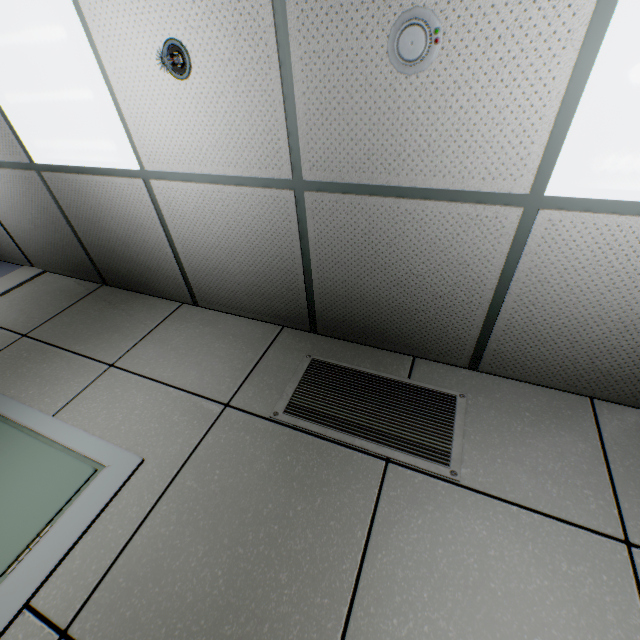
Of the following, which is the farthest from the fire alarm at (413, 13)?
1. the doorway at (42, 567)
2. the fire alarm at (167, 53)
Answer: the doorway at (42, 567)

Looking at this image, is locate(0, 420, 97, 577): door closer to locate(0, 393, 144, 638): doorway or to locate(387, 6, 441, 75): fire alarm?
locate(0, 393, 144, 638): doorway

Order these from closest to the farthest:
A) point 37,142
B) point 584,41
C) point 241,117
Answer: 1. point 584,41
2. point 241,117
3. point 37,142

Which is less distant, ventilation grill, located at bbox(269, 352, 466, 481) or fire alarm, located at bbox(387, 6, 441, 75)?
fire alarm, located at bbox(387, 6, 441, 75)

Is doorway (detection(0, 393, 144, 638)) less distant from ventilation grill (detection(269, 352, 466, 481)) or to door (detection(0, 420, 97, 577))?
door (detection(0, 420, 97, 577))

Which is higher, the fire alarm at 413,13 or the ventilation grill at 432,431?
the fire alarm at 413,13

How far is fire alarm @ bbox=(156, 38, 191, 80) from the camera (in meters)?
1.34
